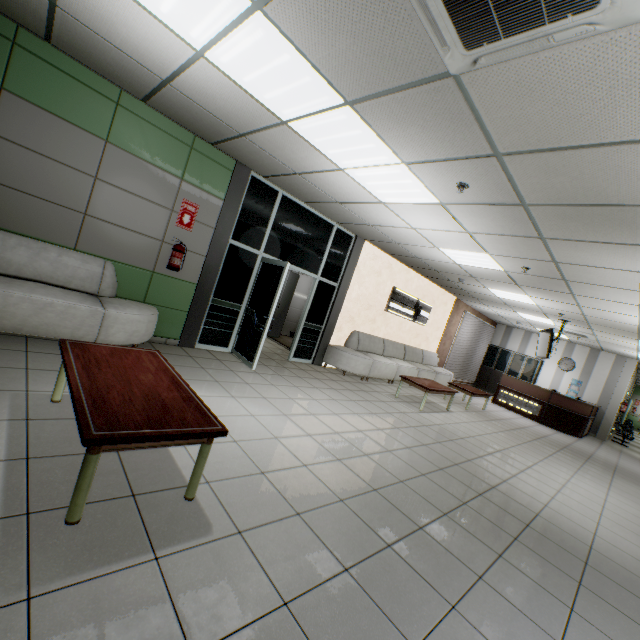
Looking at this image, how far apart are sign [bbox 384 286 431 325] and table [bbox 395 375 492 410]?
2.12m

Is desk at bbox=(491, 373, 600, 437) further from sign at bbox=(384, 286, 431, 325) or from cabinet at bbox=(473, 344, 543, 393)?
sign at bbox=(384, 286, 431, 325)

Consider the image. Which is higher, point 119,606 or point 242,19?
point 242,19

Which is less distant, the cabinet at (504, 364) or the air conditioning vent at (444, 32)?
the air conditioning vent at (444, 32)

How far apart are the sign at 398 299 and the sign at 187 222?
5.7 meters

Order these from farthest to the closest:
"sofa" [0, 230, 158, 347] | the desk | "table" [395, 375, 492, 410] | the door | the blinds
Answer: the blinds, the desk, the door, "table" [395, 375, 492, 410], "sofa" [0, 230, 158, 347]

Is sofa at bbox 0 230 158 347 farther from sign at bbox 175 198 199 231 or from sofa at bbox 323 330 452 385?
sofa at bbox 323 330 452 385

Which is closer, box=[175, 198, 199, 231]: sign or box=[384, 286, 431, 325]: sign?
box=[175, 198, 199, 231]: sign
